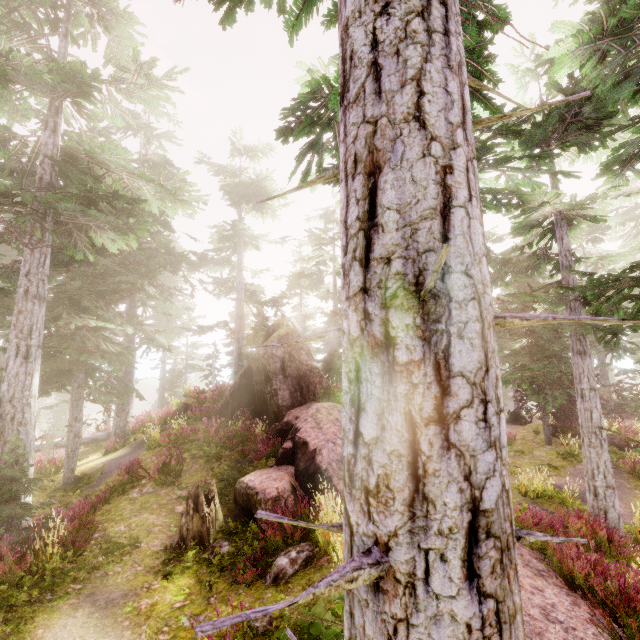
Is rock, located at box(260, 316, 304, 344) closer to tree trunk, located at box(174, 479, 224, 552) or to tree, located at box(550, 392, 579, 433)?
tree trunk, located at box(174, 479, 224, 552)

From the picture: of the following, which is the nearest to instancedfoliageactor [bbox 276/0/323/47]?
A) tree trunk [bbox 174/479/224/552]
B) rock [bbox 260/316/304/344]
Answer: rock [bbox 260/316/304/344]

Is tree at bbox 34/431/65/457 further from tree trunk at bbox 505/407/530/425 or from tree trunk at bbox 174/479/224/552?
tree trunk at bbox 505/407/530/425

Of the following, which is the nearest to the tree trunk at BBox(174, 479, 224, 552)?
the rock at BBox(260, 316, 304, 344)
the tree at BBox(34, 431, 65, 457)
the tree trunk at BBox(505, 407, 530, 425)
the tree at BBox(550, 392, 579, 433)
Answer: the rock at BBox(260, 316, 304, 344)

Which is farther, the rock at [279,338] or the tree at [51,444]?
the rock at [279,338]

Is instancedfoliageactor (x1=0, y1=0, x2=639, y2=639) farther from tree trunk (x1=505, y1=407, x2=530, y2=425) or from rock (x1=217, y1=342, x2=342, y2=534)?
tree trunk (x1=505, y1=407, x2=530, y2=425)

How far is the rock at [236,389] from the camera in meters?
9.2

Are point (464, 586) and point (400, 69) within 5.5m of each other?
yes
